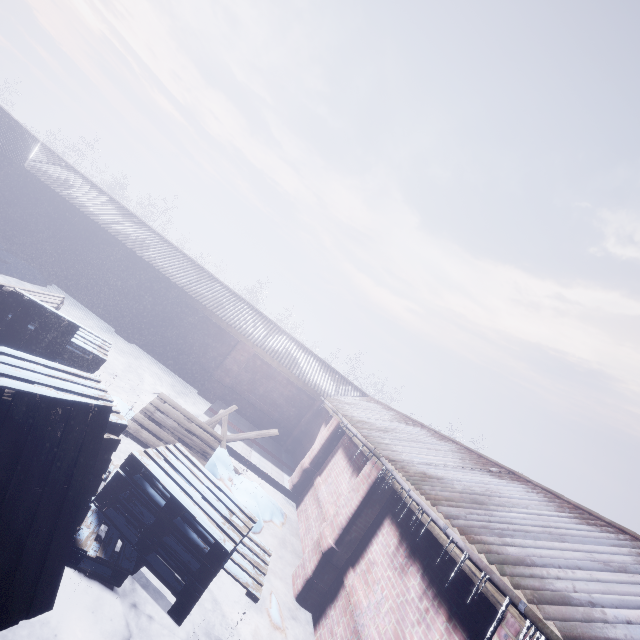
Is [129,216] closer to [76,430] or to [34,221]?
[34,221]
